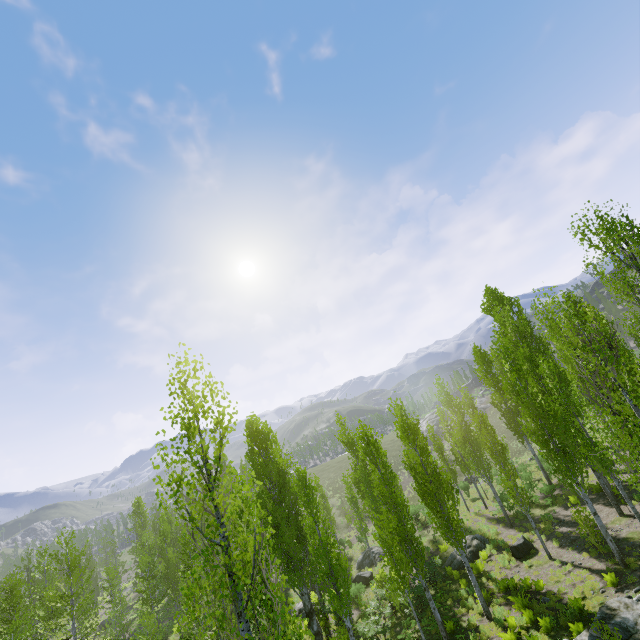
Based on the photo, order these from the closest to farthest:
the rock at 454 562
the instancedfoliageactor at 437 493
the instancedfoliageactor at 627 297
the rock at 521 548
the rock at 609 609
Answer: the instancedfoliageactor at 437 493
the rock at 609 609
the instancedfoliageactor at 627 297
the rock at 521 548
the rock at 454 562

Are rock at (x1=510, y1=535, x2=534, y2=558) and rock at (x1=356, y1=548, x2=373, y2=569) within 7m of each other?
no

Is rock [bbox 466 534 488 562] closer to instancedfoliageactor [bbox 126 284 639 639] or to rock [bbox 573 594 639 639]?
instancedfoliageactor [bbox 126 284 639 639]

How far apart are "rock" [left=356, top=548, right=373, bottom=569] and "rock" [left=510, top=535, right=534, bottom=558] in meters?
13.8

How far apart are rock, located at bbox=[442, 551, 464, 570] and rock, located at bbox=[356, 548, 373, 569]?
8.8 meters

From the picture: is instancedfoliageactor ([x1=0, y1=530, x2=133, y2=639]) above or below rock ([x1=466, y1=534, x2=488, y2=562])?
above

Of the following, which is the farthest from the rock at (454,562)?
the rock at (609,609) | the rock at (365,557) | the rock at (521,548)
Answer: the rock at (609,609)

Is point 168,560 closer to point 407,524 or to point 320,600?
point 320,600
